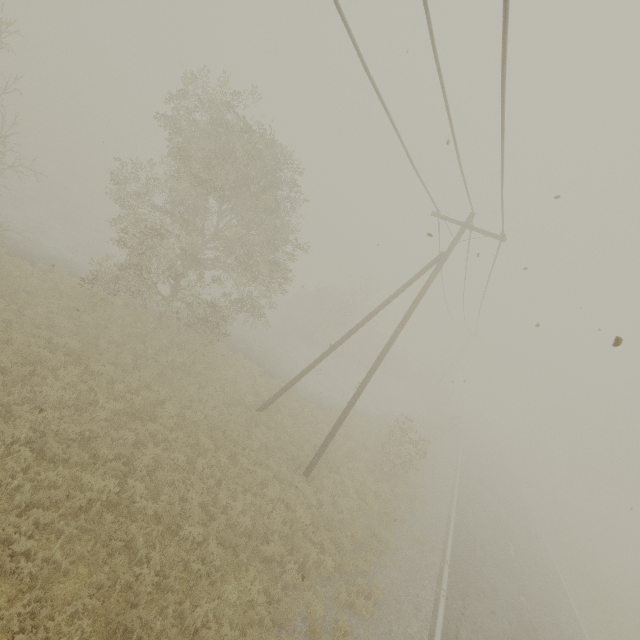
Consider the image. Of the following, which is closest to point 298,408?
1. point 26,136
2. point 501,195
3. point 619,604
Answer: point 501,195
